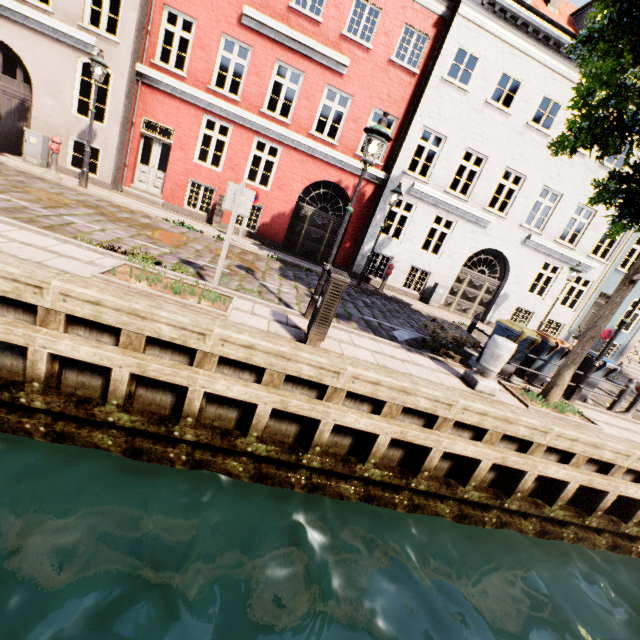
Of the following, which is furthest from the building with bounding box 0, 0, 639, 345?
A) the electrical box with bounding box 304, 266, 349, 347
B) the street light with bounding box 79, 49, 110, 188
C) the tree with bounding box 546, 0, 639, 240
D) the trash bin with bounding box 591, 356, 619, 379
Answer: the street light with bounding box 79, 49, 110, 188

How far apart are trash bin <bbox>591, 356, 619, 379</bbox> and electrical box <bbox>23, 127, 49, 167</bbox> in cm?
1786

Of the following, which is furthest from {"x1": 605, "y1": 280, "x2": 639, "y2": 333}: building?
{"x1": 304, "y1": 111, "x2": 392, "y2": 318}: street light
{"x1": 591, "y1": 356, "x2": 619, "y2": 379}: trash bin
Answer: {"x1": 591, "y1": 356, "x2": 619, "y2": 379}: trash bin

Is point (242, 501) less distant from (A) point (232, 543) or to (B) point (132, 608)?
(A) point (232, 543)

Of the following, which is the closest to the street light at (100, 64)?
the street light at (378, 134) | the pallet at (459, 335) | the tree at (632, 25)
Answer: the tree at (632, 25)

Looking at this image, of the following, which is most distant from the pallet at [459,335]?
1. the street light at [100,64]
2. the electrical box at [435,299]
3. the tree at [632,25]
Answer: the street light at [100,64]

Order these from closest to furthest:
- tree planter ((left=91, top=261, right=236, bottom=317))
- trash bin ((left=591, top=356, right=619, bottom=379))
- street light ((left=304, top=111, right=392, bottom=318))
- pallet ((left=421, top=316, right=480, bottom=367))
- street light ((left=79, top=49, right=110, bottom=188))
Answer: tree planter ((left=91, top=261, right=236, bottom=317)), street light ((left=304, top=111, right=392, bottom=318)), pallet ((left=421, top=316, right=480, bottom=367)), trash bin ((left=591, top=356, right=619, bottom=379)), street light ((left=79, top=49, right=110, bottom=188))

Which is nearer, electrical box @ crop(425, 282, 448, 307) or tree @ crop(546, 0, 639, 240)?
tree @ crop(546, 0, 639, 240)
